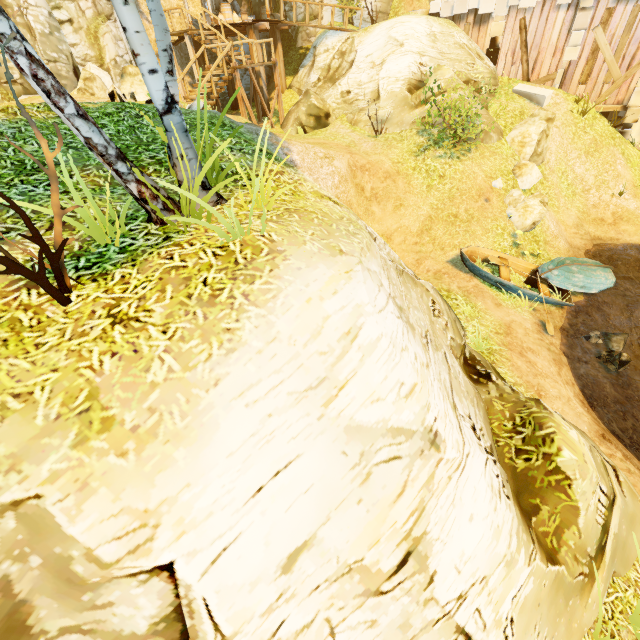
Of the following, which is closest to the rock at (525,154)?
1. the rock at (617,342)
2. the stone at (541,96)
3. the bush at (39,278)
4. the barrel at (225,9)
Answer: the stone at (541,96)

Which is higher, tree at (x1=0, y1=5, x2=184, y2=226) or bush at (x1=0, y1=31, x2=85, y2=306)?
tree at (x1=0, y1=5, x2=184, y2=226)

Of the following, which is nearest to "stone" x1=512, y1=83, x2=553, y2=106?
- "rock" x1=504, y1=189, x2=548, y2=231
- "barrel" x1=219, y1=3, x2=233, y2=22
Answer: "rock" x1=504, y1=189, x2=548, y2=231

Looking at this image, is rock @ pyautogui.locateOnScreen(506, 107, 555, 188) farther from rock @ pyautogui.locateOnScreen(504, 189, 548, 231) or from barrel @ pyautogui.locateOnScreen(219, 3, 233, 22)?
barrel @ pyautogui.locateOnScreen(219, 3, 233, 22)

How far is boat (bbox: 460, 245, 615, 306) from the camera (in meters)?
10.54

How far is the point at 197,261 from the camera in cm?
322

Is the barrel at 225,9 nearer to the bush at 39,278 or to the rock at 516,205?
the rock at 516,205

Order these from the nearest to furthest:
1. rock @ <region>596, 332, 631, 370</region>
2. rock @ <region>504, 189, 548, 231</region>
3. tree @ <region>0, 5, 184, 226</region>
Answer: tree @ <region>0, 5, 184, 226</region> < rock @ <region>596, 332, 631, 370</region> < rock @ <region>504, 189, 548, 231</region>
